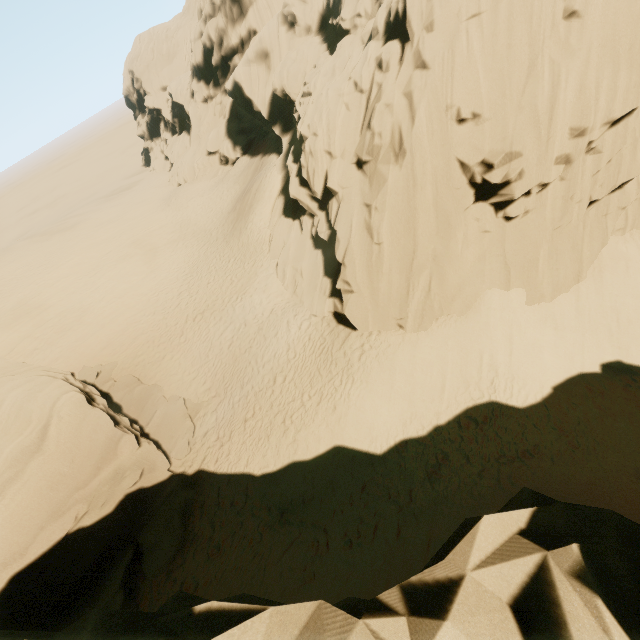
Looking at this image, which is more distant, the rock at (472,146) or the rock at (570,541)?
the rock at (472,146)

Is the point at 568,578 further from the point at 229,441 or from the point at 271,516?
the point at 229,441

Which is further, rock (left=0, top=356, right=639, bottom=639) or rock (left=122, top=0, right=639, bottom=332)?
rock (left=122, top=0, right=639, bottom=332)
